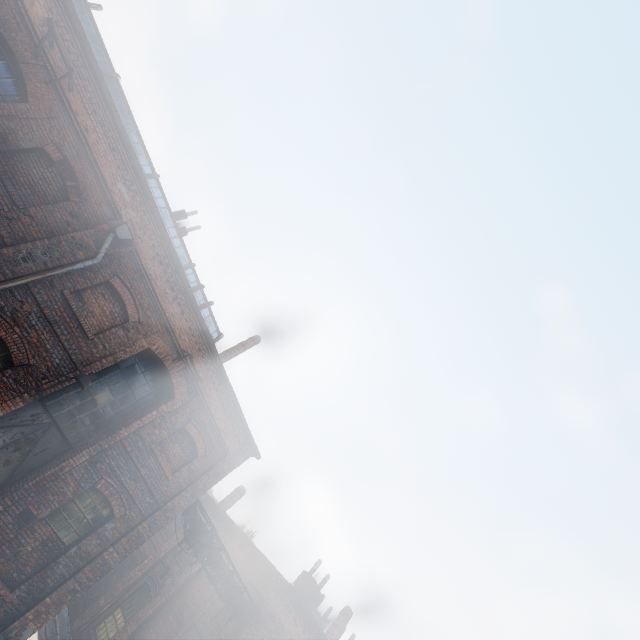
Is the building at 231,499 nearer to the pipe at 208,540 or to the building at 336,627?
the pipe at 208,540

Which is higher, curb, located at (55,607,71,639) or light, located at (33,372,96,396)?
light, located at (33,372,96,396)

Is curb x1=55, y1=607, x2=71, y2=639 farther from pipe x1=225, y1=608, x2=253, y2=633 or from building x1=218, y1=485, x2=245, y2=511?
building x1=218, y1=485, x2=245, y2=511

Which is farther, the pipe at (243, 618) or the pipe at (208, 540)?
the pipe at (243, 618)

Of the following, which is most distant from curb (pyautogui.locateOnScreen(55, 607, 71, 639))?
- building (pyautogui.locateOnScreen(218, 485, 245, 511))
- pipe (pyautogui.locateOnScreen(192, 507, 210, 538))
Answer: building (pyautogui.locateOnScreen(218, 485, 245, 511))

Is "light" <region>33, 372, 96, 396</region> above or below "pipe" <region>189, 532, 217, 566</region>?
below

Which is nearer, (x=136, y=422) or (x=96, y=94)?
(x=96, y=94)

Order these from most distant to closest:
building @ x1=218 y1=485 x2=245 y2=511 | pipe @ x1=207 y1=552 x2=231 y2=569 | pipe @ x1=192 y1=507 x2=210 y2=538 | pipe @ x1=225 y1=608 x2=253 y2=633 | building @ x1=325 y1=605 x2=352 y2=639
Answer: building @ x1=218 y1=485 x2=245 y2=511 < building @ x1=325 y1=605 x2=352 y2=639 < pipe @ x1=225 y1=608 x2=253 y2=633 < pipe @ x1=207 y1=552 x2=231 y2=569 < pipe @ x1=192 y1=507 x2=210 y2=538
